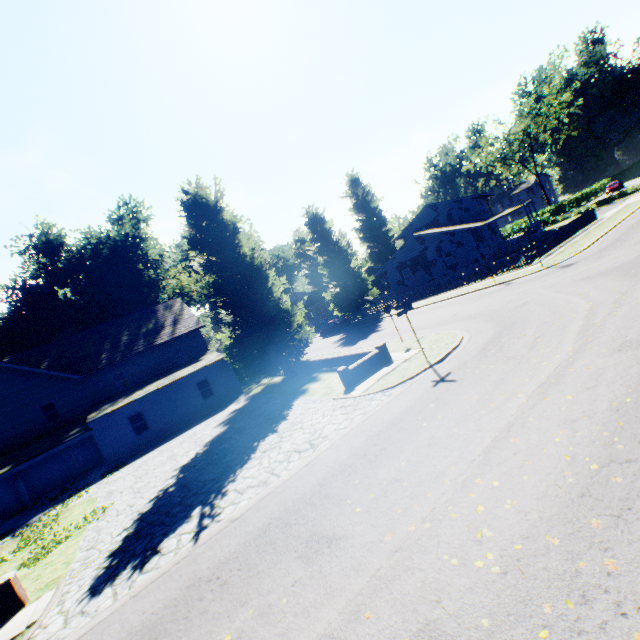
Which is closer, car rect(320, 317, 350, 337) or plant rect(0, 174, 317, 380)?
plant rect(0, 174, 317, 380)

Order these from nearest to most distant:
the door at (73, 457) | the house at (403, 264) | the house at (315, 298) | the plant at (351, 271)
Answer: the door at (73, 457), the house at (403, 264), the plant at (351, 271), the house at (315, 298)

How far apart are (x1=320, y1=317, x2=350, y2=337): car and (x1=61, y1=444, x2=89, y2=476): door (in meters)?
25.62

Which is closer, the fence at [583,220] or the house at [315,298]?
the fence at [583,220]

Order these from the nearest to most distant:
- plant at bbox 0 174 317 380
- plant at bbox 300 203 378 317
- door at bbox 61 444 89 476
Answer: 1. plant at bbox 0 174 317 380
2. door at bbox 61 444 89 476
3. plant at bbox 300 203 378 317

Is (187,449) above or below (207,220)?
below

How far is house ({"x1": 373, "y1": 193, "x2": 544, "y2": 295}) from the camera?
33.9 meters

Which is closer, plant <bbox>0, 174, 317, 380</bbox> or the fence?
plant <bbox>0, 174, 317, 380</bbox>
